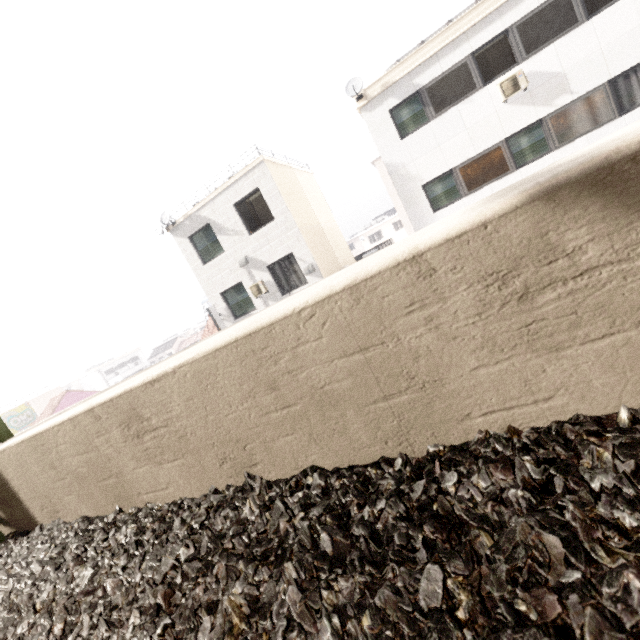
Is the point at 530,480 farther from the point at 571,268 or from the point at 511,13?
the point at 511,13

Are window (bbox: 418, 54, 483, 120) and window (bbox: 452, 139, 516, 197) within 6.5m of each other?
yes

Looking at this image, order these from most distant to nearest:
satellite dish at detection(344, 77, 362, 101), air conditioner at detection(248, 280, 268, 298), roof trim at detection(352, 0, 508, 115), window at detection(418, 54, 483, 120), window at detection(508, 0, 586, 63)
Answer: air conditioner at detection(248, 280, 268, 298)
satellite dish at detection(344, 77, 362, 101)
window at detection(418, 54, 483, 120)
roof trim at detection(352, 0, 508, 115)
window at detection(508, 0, 586, 63)

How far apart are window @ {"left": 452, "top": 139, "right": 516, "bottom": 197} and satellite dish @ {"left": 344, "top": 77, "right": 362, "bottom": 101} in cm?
432

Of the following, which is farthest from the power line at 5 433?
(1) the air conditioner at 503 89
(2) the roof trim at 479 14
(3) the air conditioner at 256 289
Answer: (1) the air conditioner at 503 89

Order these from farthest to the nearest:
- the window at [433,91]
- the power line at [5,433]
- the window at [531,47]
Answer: the window at [433,91] < the window at [531,47] < the power line at [5,433]

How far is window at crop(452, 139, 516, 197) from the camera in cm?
1131

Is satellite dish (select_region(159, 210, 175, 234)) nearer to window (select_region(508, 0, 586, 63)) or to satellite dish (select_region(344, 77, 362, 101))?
satellite dish (select_region(344, 77, 362, 101))
